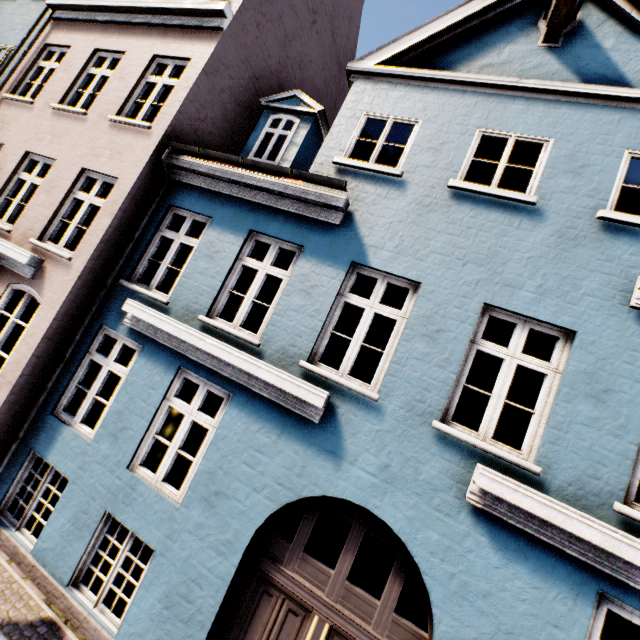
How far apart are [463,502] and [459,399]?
9.7m
